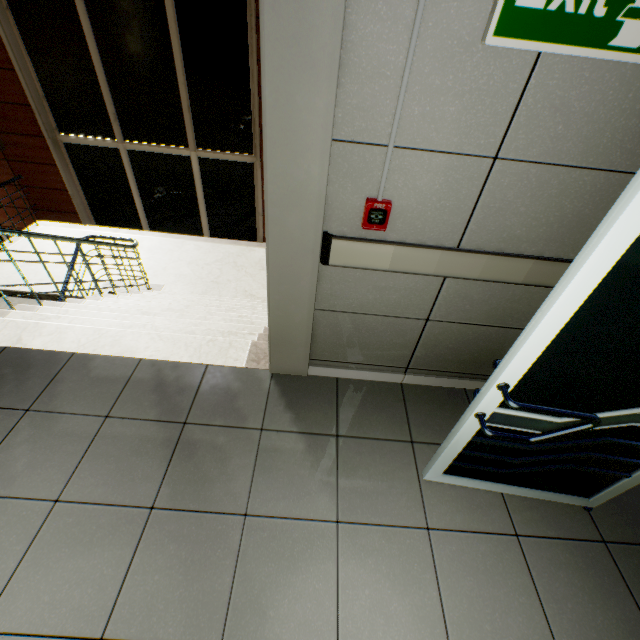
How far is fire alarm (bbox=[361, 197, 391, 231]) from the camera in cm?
153

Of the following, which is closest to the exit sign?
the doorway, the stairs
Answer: the doorway

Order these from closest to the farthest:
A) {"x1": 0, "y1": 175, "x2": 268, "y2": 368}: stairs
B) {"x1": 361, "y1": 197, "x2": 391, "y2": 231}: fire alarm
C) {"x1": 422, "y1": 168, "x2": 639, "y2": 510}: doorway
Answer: {"x1": 422, "y1": 168, "x2": 639, "y2": 510}: doorway
{"x1": 361, "y1": 197, "x2": 391, "y2": 231}: fire alarm
{"x1": 0, "y1": 175, "x2": 268, "y2": 368}: stairs

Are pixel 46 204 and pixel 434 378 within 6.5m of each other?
no

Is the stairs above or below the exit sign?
below

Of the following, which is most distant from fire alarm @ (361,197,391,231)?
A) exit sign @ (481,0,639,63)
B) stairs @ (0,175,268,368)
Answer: stairs @ (0,175,268,368)

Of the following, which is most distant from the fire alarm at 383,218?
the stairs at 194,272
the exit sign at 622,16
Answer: the stairs at 194,272

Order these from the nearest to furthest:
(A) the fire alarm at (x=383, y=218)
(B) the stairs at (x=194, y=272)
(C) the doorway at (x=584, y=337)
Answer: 1. (C) the doorway at (x=584, y=337)
2. (A) the fire alarm at (x=383, y=218)
3. (B) the stairs at (x=194, y=272)
